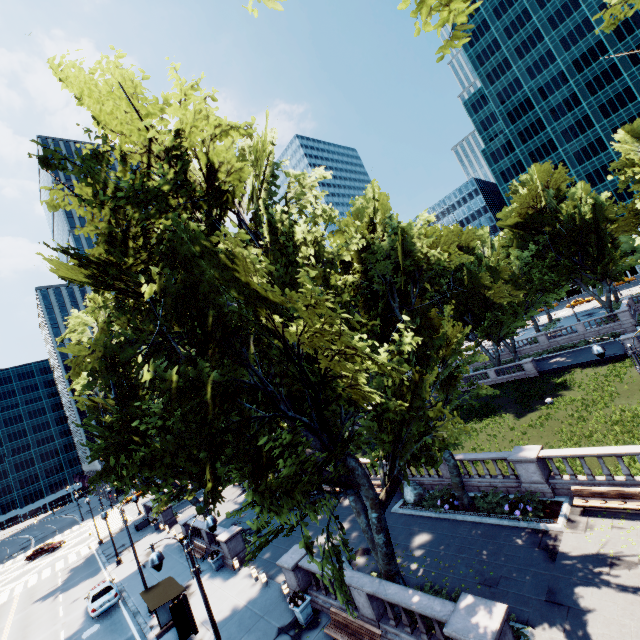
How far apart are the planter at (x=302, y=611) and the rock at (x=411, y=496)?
8.4m

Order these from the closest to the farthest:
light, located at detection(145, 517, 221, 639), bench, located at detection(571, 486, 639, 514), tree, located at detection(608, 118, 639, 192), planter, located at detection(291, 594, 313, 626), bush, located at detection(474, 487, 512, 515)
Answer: light, located at detection(145, 517, 221, 639) < tree, located at detection(608, 118, 639, 192) < bench, located at detection(571, 486, 639, 514) < planter, located at detection(291, 594, 313, 626) < bush, located at detection(474, 487, 512, 515)

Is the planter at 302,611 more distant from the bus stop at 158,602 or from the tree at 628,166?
the bus stop at 158,602

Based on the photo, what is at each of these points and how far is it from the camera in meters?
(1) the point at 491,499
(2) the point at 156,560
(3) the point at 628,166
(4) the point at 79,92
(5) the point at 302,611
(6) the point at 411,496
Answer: (1) bush, 17.5
(2) light, 10.1
(3) tree, 10.9
(4) tree, 11.7
(5) planter, 14.7
(6) rock, 20.8

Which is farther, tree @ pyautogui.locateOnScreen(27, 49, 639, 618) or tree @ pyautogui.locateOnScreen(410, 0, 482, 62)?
tree @ pyautogui.locateOnScreen(27, 49, 639, 618)

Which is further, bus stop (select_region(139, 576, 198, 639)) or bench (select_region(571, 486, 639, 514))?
bus stop (select_region(139, 576, 198, 639))

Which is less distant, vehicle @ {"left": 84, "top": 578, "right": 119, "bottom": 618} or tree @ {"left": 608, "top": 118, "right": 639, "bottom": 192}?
tree @ {"left": 608, "top": 118, "right": 639, "bottom": 192}

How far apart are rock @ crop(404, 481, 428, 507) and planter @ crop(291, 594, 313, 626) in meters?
8.4 m
